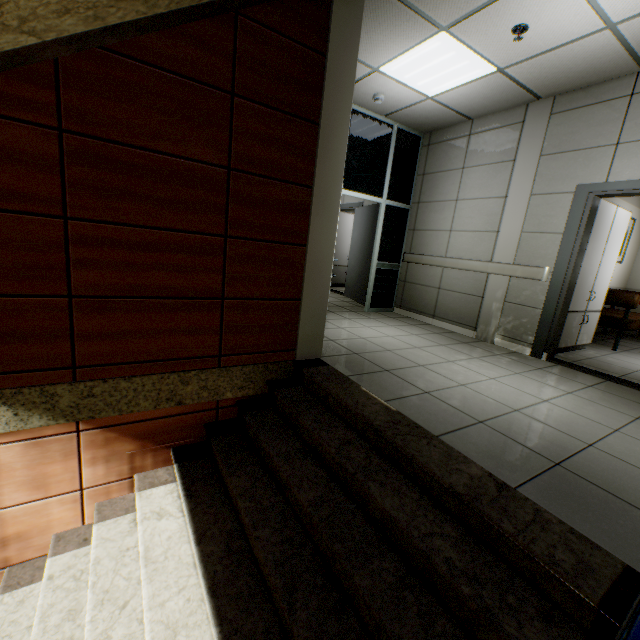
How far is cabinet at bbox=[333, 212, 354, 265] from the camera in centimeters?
→ 904cm

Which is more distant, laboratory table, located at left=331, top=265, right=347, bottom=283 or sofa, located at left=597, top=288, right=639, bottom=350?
laboratory table, located at left=331, top=265, right=347, bottom=283

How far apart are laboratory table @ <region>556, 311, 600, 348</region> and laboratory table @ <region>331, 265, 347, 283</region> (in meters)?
5.84

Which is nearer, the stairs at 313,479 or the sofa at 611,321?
the stairs at 313,479

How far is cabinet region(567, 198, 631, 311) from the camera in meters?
4.2

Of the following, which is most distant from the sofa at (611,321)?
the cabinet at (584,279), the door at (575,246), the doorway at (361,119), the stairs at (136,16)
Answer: the stairs at (136,16)

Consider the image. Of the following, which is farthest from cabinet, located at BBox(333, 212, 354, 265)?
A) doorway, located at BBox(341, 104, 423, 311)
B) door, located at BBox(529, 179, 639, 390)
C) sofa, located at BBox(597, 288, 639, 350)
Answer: door, located at BBox(529, 179, 639, 390)

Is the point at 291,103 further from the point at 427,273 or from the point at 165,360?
the point at 427,273
